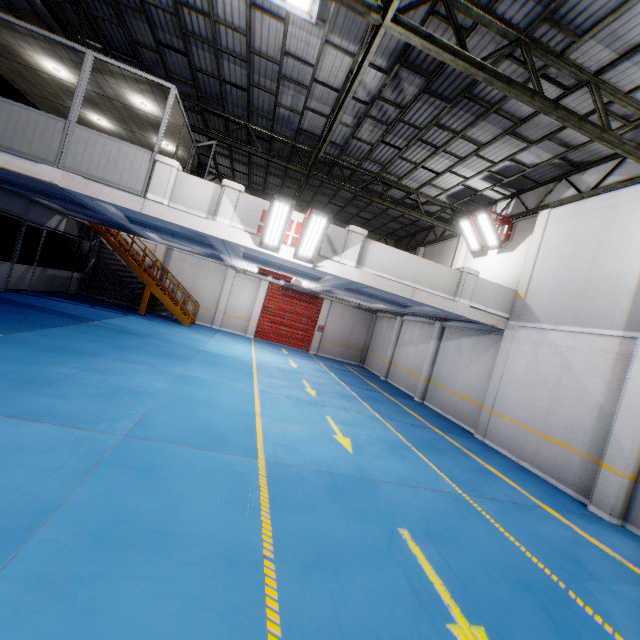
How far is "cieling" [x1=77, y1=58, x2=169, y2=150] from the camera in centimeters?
845cm

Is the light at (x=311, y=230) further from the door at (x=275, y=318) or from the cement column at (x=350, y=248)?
the door at (x=275, y=318)

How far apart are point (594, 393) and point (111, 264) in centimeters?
2243cm

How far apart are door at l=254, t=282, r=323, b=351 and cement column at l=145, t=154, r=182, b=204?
11.98m

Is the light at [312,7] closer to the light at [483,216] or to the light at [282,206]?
the light at [282,206]

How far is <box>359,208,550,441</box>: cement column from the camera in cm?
1060

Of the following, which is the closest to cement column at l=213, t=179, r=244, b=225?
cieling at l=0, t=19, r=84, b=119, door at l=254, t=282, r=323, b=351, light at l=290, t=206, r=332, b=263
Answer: light at l=290, t=206, r=332, b=263
